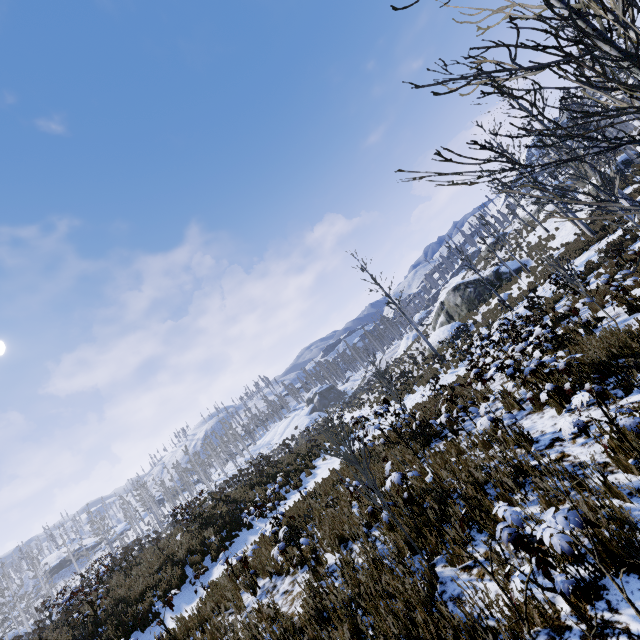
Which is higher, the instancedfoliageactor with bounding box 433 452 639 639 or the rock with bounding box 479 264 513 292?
the rock with bounding box 479 264 513 292

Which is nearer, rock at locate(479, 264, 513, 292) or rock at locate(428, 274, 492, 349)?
rock at locate(428, 274, 492, 349)

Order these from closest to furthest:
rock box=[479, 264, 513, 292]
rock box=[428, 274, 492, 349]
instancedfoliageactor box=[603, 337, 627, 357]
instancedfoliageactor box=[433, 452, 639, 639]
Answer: instancedfoliageactor box=[433, 452, 639, 639]
instancedfoliageactor box=[603, 337, 627, 357]
rock box=[428, 274, 492, 349]
rock box=[479, 264, 513, 292]

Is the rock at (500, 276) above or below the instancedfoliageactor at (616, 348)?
above

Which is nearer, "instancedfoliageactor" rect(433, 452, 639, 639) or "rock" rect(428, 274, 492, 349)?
"instancedfoliageactor" rect(433, 452, 639, 639)

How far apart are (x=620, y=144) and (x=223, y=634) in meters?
7.7

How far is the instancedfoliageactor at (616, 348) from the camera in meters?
5.4 m
